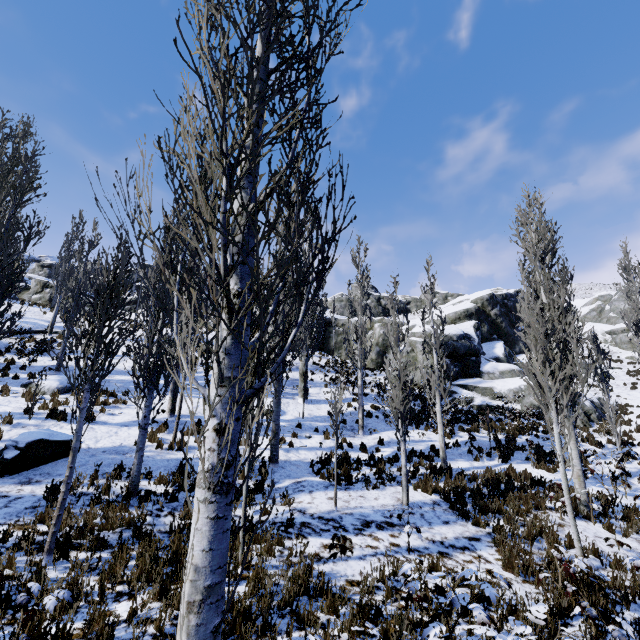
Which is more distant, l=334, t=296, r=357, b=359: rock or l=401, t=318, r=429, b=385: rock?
l=334, t=296, r=357, b=359: rock

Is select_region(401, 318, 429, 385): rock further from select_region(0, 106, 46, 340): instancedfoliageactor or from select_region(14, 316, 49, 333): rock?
select_region(14, 316, 49, 333): rock

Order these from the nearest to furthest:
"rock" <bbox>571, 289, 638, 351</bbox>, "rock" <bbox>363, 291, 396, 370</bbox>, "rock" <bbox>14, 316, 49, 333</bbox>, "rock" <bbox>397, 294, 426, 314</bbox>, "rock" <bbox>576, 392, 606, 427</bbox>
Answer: "rock" <bbox>576, 392, 606, 427</bbox> < "rock" <bbox>14, 316, 49, 333</bbox> < "rock" <bbox>363, 291, 396, 370</bbox> < "rock" <bbox>571, 289, 638, 351</bbox> < "rock" <bbox>397, 294, 426, 314</bbox>

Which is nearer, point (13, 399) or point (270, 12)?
point (270, 12)

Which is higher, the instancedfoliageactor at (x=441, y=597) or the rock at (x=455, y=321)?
the rock at (x=455, y=321)

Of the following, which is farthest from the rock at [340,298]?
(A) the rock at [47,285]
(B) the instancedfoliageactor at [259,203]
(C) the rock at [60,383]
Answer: (C) the rock at [60,383]

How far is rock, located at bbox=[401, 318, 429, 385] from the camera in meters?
24.3 m

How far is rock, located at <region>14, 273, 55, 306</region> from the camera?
31.75m
